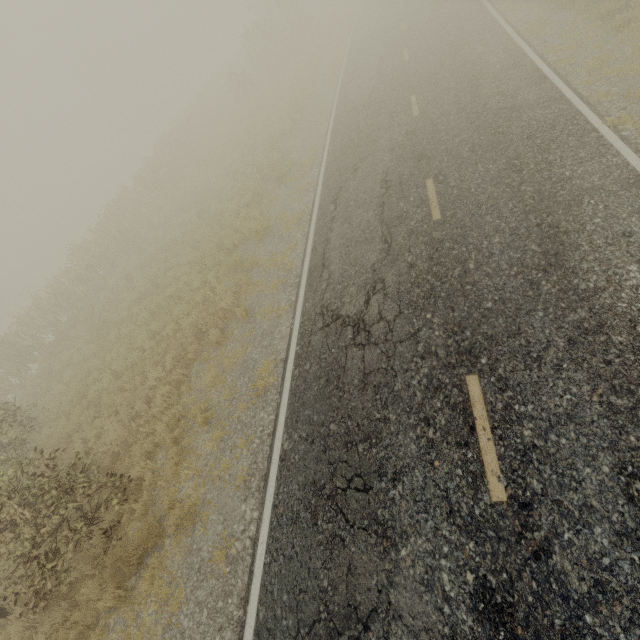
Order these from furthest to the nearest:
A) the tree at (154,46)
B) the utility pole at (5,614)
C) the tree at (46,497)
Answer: the tree at (154,46)
the utility pole at (5,614)
the tree at (46,497)

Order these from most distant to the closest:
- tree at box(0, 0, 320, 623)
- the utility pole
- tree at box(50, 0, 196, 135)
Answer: tree at box(50, 0, 196, 135), the utility pole, tree at box(0, 0, 320, 623)

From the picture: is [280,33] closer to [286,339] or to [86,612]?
[286,339]

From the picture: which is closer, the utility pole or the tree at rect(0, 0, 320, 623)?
the tree at rect(0, 0, 320, 623)

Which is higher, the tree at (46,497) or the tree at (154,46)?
the tree at (154,46)

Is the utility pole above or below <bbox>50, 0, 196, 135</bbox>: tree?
below

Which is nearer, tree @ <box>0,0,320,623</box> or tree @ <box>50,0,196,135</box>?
tree @ <box>0,0,320,623</box>
